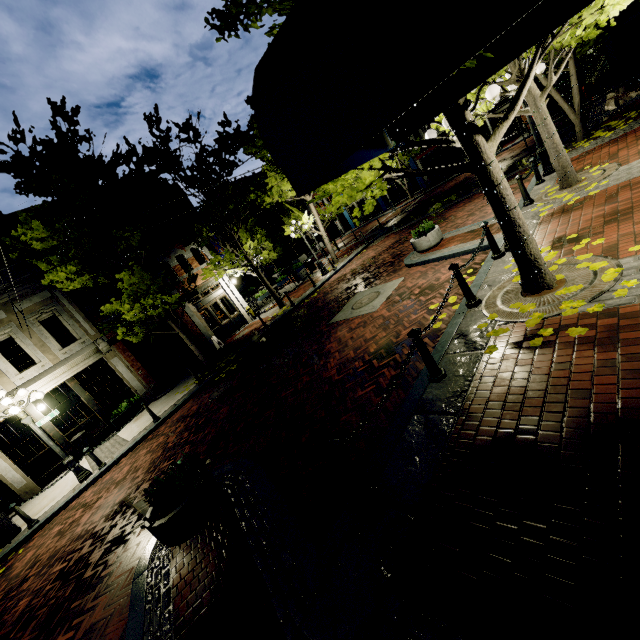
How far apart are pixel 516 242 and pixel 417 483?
3.7 meters

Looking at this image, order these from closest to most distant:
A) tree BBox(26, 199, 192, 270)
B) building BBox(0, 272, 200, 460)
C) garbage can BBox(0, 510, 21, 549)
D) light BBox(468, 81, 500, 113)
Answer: light BBox(468, 81, 500, 113)
garbage can BBox(0, 510, 21, 549)
tree BBox(26, 199, 192, 270)
building BBox(0, 272, 200, 460)

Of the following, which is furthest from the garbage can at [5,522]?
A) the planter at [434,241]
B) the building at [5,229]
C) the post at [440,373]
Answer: the planter at [434,241]

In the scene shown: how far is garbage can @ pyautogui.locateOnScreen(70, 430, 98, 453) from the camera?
12.8m

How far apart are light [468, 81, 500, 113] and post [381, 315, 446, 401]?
3.99m

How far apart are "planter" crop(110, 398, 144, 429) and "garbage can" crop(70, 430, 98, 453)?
0.8m

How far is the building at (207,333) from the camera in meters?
17.5

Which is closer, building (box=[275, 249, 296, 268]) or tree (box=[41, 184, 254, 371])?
tree (box=[41, 184, 254, 371])
